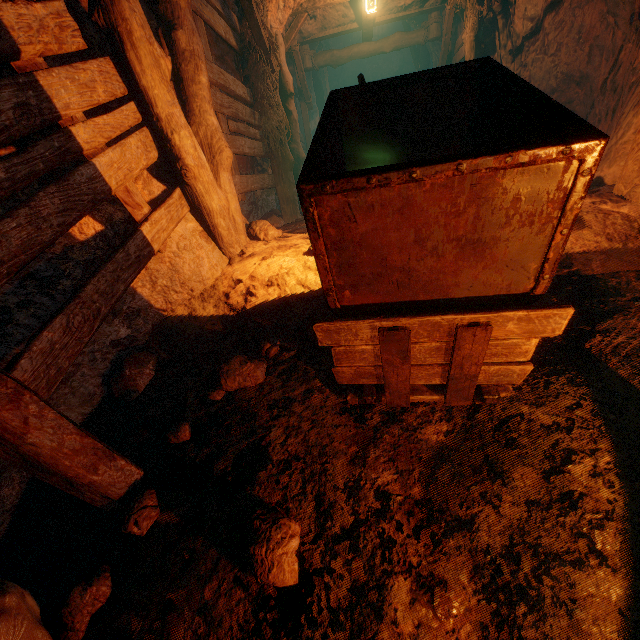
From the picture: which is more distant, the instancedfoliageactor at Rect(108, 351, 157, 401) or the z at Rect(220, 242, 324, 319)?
the z at Rect(220, 242, 324, 319)

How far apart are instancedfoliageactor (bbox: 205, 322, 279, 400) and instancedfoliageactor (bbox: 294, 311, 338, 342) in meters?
0.2

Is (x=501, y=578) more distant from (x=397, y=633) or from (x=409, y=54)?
(x=409, y=54)

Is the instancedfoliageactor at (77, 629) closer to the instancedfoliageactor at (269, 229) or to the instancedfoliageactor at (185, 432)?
the instancedfoliageactor at (185, 432)

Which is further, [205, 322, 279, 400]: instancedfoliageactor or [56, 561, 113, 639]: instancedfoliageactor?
[205, 322, 279, 400]: instancedfoliageactor

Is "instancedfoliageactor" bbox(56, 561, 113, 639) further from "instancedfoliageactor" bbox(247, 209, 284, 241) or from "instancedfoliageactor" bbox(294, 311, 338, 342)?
"instancedfoliageactor" bbox(247, 209, 284, 241)

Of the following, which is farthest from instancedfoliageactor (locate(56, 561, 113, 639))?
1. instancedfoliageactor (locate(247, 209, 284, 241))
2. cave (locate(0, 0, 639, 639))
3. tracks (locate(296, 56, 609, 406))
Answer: instancedfoliageactor (locate(247, 209, 284, 241))

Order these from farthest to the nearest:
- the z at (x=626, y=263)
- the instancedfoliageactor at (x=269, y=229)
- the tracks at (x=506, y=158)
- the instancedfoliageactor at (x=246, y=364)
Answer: the instancedfoliageactor at (x=269, y=229) → the z at (x=626, y=263) → the instancedfoliageactor at (x=246, y=364) → the tracks at (x=506, y=158)
